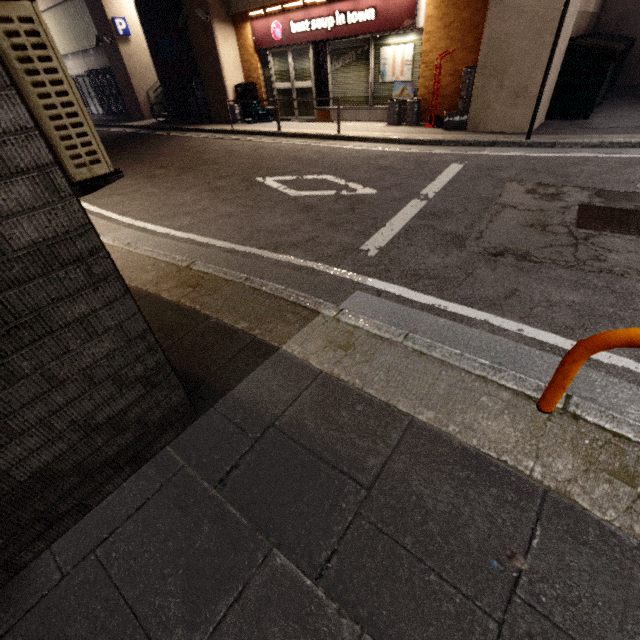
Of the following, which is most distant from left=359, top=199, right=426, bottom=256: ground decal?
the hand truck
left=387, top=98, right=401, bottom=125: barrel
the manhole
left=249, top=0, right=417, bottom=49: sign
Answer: left=249, top=0, right=417, bottom=49: sign

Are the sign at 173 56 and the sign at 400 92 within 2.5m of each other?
no

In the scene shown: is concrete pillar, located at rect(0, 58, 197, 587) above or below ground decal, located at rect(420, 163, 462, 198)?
above

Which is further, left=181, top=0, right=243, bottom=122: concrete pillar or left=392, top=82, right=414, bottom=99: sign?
left=181, top=0, right=243, bottom=122: concrete pillar

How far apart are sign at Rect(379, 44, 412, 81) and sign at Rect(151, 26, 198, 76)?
7.7m

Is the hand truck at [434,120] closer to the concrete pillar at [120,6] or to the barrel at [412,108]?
the barrel at [412,108]

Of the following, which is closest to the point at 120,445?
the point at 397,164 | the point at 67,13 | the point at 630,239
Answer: the point at 630,239

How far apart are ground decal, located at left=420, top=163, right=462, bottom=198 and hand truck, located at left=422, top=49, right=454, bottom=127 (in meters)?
3.01
